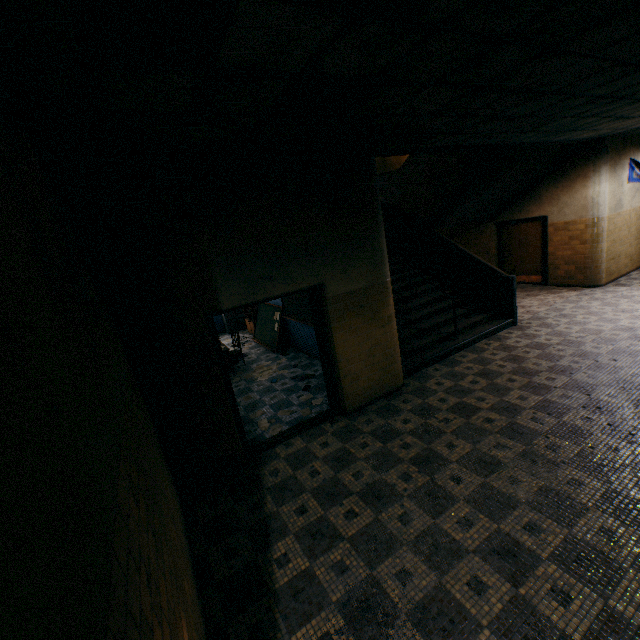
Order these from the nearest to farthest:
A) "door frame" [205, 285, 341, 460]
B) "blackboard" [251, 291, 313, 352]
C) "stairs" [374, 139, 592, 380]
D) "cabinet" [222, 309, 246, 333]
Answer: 1. "door frame" [205, 285, 341, 460]
2. "stairs" [374, 139, 592, 380]
3. "blackboard" [251, 291, 313, 352]
4. "cabinet" [222, 309, 246, 333]

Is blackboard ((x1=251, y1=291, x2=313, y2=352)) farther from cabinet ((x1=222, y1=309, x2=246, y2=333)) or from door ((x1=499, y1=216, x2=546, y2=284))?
door ((x1=499, y1=216, x2=546, y2=284))

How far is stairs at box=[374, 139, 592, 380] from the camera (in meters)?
6.88

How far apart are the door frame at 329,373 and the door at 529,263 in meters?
9.1

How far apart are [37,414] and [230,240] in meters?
3.3

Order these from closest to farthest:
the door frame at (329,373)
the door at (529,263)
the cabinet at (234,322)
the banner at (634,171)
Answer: the door frame at (329,373)
the banner at (634,171)
the door at (529,263)
the cabinet at (234,322)

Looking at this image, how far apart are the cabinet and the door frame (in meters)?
7.29

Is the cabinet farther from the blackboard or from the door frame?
the door frame
